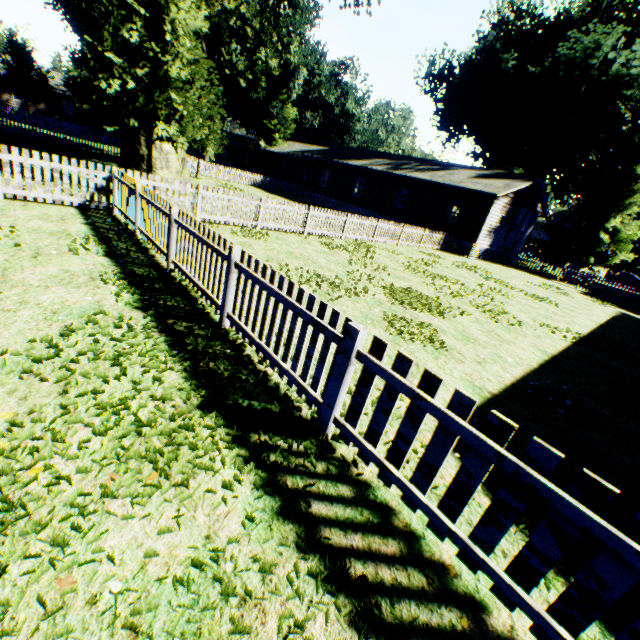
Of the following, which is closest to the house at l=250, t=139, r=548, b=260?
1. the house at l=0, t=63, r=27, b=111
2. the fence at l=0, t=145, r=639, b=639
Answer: the fence at l=0, t=145, r=639, b=639

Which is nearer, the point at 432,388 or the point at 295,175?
the point at 432,388

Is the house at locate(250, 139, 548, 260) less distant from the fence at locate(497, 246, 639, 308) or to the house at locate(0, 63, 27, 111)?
the fence at locate(497, 246, 639, 308)

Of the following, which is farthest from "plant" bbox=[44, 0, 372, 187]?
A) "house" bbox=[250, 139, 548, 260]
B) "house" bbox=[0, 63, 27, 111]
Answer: "house" bbox=[0, 63, 27, 111]

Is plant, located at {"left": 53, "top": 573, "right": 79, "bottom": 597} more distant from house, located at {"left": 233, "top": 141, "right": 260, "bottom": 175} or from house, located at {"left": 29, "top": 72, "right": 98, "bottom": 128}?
house, located at {"left": 29, "top": 72, "right": 98, "bottom": 128}

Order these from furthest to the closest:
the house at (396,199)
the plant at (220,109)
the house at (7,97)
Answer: the house at (7,97)
the house at (396,199)
the plant at (220,109)

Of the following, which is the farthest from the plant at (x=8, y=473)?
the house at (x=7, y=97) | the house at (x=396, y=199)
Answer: the house at (x=7, y=97)
